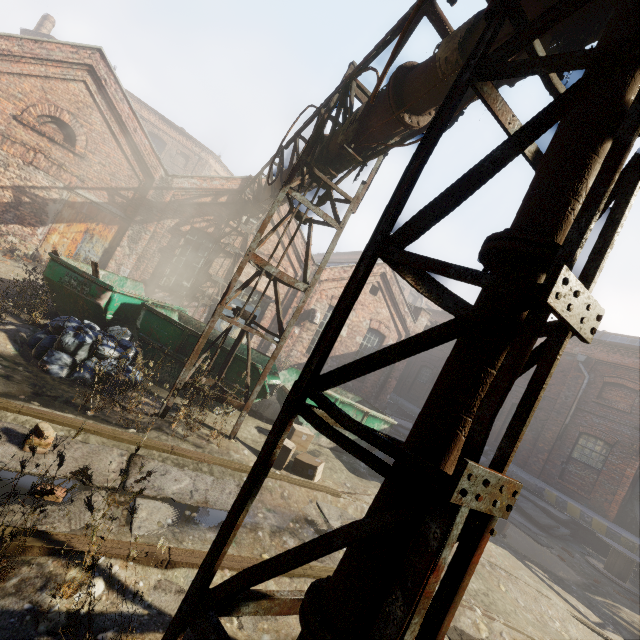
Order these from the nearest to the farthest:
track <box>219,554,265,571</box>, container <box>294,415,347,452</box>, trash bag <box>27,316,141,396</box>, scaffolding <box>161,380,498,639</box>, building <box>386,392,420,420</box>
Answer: scaffolding <box>161,380,498,639</box> → track <box>219,554,265,571</box> → trash bag <box>27,316,141,396</box> → container <box>294,415,347,452</box> → building <box>386,392,420,420</box>

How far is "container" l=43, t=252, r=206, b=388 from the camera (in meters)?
6.79

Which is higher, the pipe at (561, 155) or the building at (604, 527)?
the pipe at (561, 155)

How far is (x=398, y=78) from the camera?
4.14m

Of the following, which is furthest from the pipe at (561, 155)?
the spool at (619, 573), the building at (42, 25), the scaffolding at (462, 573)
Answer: the building at (42, 25)

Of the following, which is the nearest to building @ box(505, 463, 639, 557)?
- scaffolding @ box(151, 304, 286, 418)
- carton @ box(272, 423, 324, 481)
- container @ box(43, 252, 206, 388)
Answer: container @ box(43, 252, 206, 388)

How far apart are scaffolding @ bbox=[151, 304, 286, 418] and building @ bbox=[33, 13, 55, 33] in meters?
39.5 m

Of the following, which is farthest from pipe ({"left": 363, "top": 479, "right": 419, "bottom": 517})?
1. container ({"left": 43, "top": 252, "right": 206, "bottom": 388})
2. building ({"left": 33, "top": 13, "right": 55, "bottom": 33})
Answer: building ({"left": 33, "top": 13, "right": 55, "bottom": 33})
